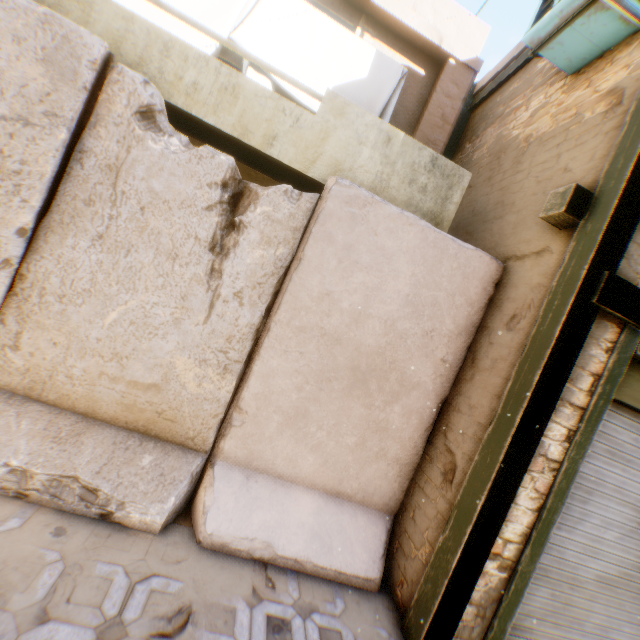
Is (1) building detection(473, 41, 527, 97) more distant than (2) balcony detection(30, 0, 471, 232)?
Yes

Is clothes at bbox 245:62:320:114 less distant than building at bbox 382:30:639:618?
No

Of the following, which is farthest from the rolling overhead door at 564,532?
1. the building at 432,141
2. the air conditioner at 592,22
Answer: the air conditioner at 592,22

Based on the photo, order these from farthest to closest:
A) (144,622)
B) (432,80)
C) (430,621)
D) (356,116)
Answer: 1. (432,80)
2. (356,116)
3. (430,621)
4. (144,622)

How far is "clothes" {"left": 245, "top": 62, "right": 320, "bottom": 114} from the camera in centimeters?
401cm

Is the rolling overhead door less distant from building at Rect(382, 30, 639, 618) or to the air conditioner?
building at Rect(382, 30, 639, 618)

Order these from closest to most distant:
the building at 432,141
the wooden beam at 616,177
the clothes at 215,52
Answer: the wooden beam at 616,177, the clothes at 215,52, the building at 432,141

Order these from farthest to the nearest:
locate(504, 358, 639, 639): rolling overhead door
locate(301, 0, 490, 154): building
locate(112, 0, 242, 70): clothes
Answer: locate(301, 0, 490, 154): building, locate(112, 0, 242, 70): clothes, locate(504, 358, 639, 639): rolling overhead door
